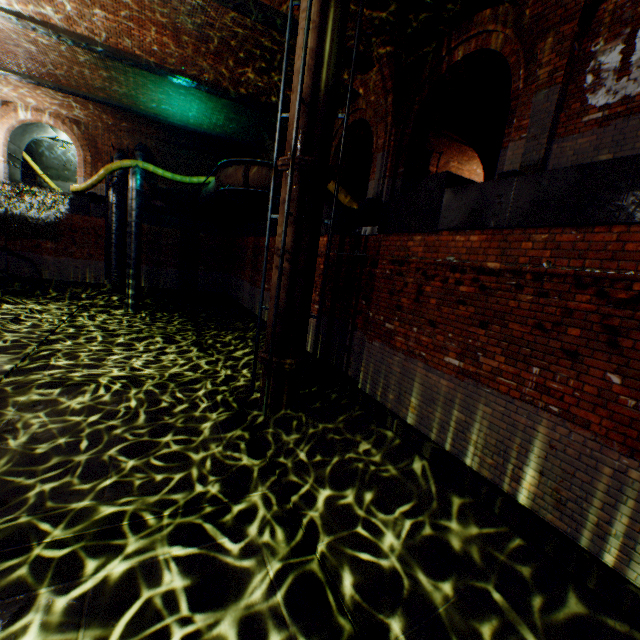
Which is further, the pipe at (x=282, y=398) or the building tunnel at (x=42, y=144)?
the building tunnel at (x=42, y=144)

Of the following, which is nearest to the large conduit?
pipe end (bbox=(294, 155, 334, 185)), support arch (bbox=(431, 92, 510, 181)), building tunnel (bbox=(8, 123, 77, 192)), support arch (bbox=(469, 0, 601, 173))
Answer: building tunnel (bbox=(8, 123, 77, 192))

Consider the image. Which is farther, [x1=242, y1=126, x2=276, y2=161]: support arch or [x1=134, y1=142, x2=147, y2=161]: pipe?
[x1=134, y1=142, x2=147, y2=161]: pipe

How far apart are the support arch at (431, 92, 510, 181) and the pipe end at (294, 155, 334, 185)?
7.6 meters

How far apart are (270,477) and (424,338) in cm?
362

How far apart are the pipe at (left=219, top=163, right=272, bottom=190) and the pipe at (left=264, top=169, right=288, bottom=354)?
5.4m

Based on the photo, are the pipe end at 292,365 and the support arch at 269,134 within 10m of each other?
no

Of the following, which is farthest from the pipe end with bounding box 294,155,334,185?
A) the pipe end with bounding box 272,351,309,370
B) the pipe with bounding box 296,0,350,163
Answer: the pipe end with bounding box 272,351,309,370
